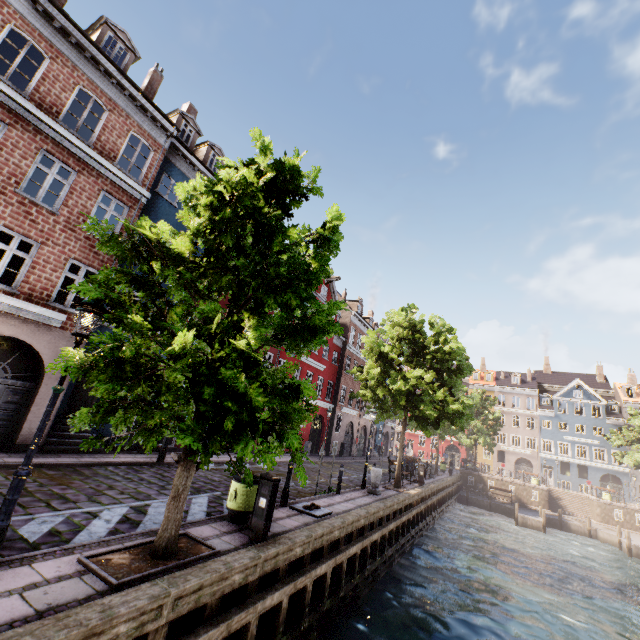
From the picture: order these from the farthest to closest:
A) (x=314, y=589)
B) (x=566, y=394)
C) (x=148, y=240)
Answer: (x=566, y=394) → (x=314, y=589) → (x=148, y=240)

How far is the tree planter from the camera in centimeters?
452cm

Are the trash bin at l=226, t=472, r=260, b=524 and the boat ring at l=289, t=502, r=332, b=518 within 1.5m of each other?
no

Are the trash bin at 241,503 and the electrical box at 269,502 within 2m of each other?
yes

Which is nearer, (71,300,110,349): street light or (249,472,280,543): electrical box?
(71,300,110,349): street light

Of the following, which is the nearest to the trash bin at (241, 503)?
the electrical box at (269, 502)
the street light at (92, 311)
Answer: the electrical box at (269, 502)

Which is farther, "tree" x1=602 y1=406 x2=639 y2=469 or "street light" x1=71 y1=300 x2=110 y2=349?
"tree" x1=602 y1=406 x2=639 y2=469

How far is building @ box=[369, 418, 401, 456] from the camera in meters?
39.0
